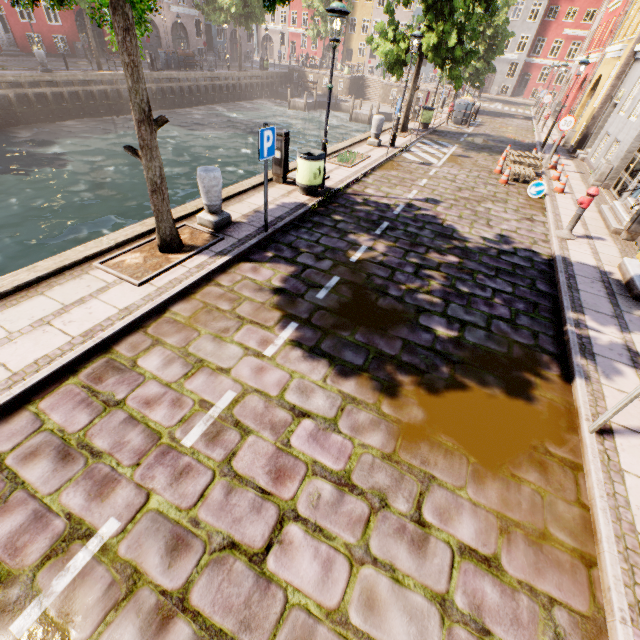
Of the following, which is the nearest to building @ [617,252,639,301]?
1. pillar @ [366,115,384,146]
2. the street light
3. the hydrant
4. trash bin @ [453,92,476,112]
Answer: pillar @ [366,115,384,146]

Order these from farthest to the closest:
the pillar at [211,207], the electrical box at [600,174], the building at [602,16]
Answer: the electrical box at [600,174] → the building at [602,16] → the pillar at [211,207]

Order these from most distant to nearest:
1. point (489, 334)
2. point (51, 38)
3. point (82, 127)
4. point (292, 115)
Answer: point (292, 115) < point (51, 38) < point (82, 127) < point (489, 334)

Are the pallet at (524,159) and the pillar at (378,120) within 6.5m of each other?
yes

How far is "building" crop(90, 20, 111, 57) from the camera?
28.9m

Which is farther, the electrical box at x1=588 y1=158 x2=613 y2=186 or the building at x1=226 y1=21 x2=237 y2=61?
the building at x1=226 y1=21 x2=237 y2=61

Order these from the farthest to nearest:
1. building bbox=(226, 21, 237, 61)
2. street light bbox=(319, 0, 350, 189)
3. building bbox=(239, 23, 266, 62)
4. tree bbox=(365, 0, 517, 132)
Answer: building bbox=(239, 23, 266, 62) → building bbox=(226, 21, 237, 61) → tree bbox=(365, 0, 517, 132) → street light bbox=(319, 0, 350, 189)

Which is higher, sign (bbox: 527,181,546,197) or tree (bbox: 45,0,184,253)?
tree (bbox: 45,0,184,253)
